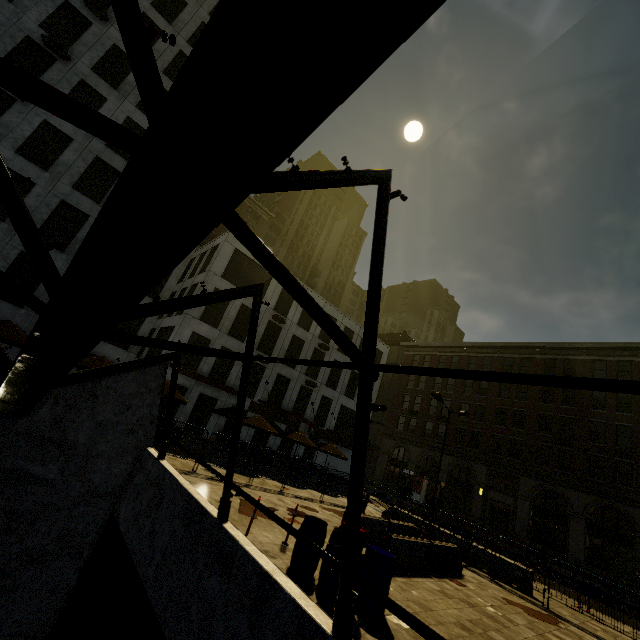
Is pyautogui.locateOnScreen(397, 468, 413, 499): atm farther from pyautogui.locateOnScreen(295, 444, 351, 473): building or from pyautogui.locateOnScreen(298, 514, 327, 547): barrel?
pyautogui.locateOnScreen(298, 514, 327, 547): barrel

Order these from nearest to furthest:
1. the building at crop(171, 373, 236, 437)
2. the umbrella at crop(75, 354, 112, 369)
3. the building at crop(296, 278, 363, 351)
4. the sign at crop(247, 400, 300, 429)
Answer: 1. the umbrella at crop(75, 354, 112, 369)
2. the building at crop(171, 373, 236, 437)
3. the sign at crop(247, 400, 300, 429)
4. the building at crop(296, 278, 363, 351)

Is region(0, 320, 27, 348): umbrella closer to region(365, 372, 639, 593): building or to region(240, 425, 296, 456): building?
region(240, 425, 296, 456): building

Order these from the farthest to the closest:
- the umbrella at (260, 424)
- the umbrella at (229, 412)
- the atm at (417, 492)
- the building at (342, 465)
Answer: the atm at (417, 492) < the building at (342, 465) < the umbrella at (229, 412) < the umbrella at (260, 424)

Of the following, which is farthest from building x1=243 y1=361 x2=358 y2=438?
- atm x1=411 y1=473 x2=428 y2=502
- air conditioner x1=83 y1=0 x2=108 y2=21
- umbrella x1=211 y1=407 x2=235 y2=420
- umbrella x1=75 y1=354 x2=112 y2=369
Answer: air conditioner x1=83 y1=0 x2=108 y2=21

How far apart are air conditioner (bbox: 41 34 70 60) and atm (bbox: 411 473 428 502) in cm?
4653

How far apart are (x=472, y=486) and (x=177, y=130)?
40.6m

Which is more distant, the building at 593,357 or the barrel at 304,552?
the building at 593,357
